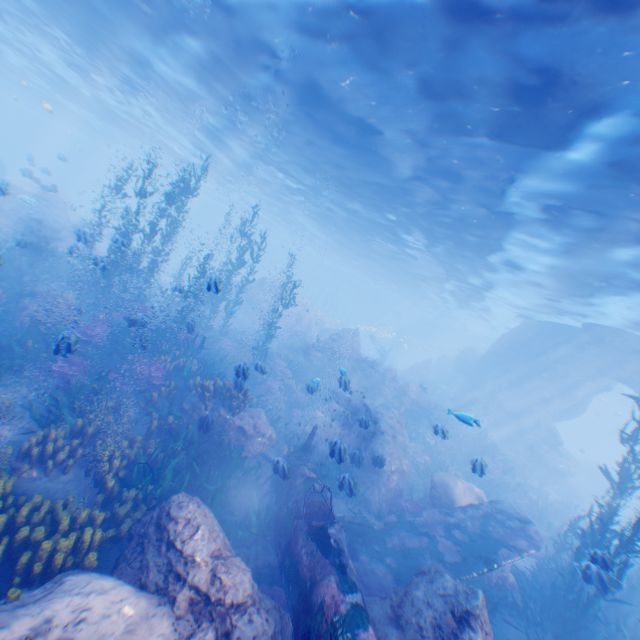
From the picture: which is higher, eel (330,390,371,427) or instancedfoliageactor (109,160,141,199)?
instancedfoliageactor (109,160,141,199)

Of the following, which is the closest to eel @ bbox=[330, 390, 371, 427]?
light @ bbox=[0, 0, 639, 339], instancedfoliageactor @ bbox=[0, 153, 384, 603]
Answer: instancedfoliageactor @ bbox=[0, 153, 384, 603]

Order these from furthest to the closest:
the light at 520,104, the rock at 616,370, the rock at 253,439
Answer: the rock at 616,370
the rock at 253,439
the light at 520,104

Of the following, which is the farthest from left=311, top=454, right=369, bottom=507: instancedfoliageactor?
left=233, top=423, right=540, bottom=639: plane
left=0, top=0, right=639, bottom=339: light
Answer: left=0, top=0, right=639, bottom=339: light

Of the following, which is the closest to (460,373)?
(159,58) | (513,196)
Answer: (513,196)

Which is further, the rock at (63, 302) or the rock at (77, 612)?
the rock at (63, 302)

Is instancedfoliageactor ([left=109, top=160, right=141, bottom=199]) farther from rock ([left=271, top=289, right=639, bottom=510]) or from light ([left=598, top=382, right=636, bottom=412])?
light ([left=598, top=382, right=636, bottom=412])

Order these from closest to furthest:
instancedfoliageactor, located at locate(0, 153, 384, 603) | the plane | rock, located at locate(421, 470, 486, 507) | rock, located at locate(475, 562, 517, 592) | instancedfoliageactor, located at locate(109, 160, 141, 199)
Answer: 1. the plane
2. instancedfoliageactor, located at locate(0, 153, 384, 603)
3. rock, located at locate(475, 562, 517, 592)
4. rock, located at locate(421, 470, 486, 507)
5. instancedfoliageactor, located at locate(109, 160, 141, 199)
